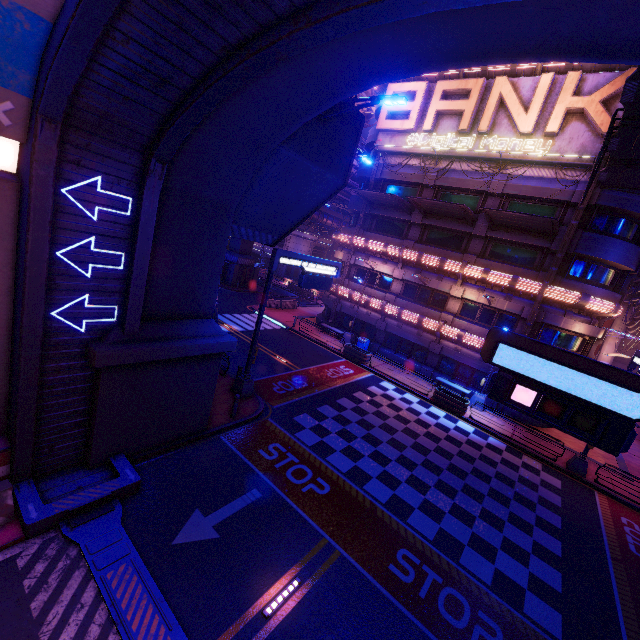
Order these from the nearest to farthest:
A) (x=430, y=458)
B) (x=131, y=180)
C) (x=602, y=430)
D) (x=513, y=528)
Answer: (x=602, y=430)
(x=131, y=180)
(x=513, y=528)
(x=430, y=458)

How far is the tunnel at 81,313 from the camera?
7.8 meters

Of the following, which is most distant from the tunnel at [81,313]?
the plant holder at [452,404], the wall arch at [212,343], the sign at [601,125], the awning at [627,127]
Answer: the sign at [601,125]

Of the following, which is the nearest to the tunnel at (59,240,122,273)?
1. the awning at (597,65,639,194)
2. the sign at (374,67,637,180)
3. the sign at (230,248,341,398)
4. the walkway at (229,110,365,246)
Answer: the walkway at (229,110,365,246)

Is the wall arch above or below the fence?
above

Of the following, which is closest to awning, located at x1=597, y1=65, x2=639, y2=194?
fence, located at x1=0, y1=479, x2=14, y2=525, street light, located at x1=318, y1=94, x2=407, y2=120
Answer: street light, located at x1=318, y1=94, x2=407, y2=120

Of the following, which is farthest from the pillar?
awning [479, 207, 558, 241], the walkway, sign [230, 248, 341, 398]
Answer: awning [479, 207, 558, 241]

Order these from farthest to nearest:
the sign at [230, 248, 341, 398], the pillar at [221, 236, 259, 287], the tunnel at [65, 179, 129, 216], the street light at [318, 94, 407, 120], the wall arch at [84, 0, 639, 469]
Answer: the pillar at [221, 236, 259, 287], the sign at [230, 248, 341, 398], the street light at [318, 94, 407, 120], the tunnel at [65, 179, 129, 216], the wall arch at [84, 0, 639, 469]
